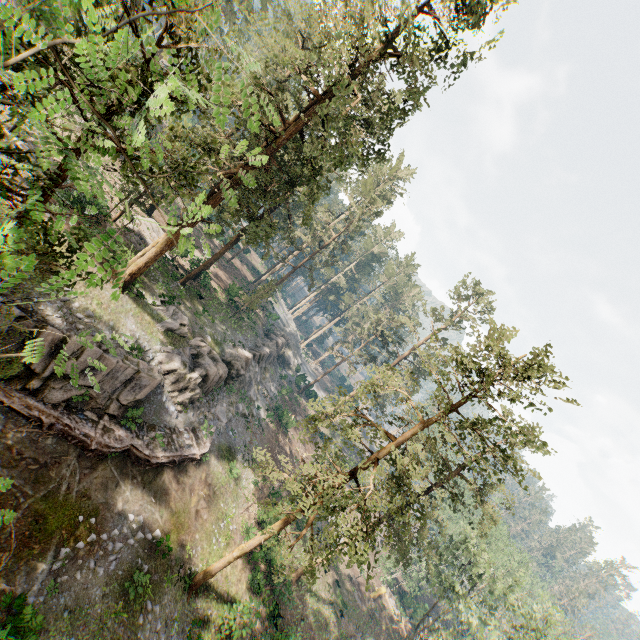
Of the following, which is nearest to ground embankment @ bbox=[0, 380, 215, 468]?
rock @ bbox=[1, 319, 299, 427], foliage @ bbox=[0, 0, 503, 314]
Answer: rock @ bbox=[1, 319, 299, 427]

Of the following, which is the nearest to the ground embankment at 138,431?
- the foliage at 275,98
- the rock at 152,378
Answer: the rock at 152,378

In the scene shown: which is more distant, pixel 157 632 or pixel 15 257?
pixel 157 632

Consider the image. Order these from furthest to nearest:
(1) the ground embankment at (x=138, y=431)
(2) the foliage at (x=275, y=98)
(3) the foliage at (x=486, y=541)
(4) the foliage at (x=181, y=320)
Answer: (4) the foliage at (x=181, y=320)
(1) the ground embankment at (x=138, y=431)
(3) the foliage at (x=486, y=541)
(2) the foliage at (x=275, y=98)

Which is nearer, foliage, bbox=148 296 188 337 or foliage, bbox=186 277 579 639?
foliage, bbox=186 277 579 639

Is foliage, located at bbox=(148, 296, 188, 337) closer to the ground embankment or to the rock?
the rock

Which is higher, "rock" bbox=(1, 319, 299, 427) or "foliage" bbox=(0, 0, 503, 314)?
"foliage" bbox=(0, 0, 503, 314)

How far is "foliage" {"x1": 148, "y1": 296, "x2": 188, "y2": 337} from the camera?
25.5 meters
